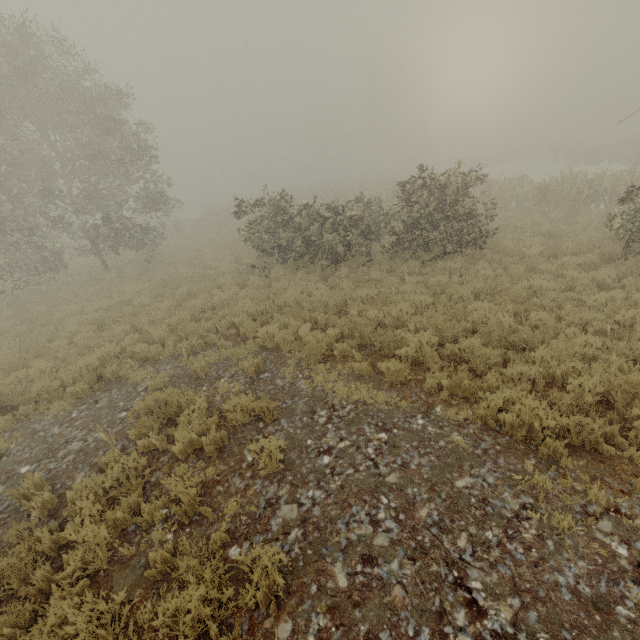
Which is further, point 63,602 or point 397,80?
point 397,80

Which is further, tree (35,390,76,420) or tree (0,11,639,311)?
tree (0,11,639,311)

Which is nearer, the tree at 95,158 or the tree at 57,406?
the tree at 57,406

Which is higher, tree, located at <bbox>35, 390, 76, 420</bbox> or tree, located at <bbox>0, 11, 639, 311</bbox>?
tree, located at <bbox>0, 11, 639, 311</bbox>

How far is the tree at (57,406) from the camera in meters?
7.7 m

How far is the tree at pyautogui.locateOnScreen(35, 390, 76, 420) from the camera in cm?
771
